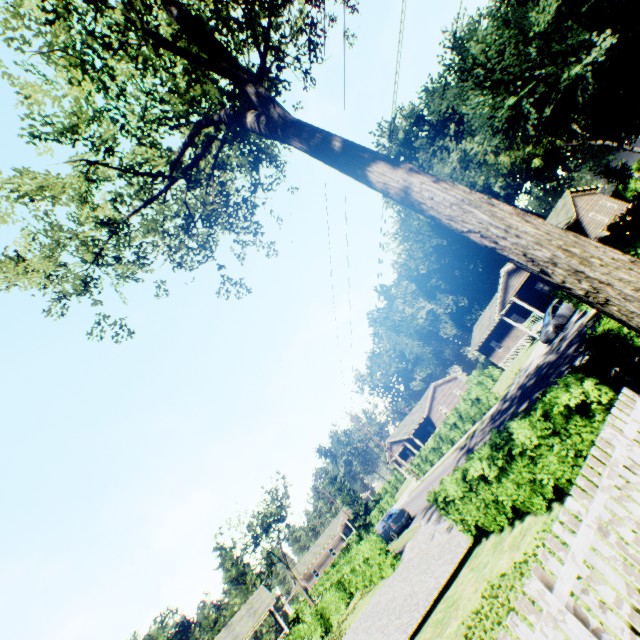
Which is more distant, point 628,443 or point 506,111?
point 506,111

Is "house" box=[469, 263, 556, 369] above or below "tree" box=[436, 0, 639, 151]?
below

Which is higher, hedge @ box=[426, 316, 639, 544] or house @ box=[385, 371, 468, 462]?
house @ box=[385, 371, 468, 462]

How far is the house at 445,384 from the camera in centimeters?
4925cm

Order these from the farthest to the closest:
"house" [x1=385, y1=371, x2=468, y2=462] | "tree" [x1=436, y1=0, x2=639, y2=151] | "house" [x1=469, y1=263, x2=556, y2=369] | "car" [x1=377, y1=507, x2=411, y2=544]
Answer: "house" [x1=385, y1=371, x2=468, y2=462] < "house" [x1=469, y1=263, x2=556, y2=369] < "car" [x1=377, y1=507, x2=411, y2=544] < "tree" [x1=436, y1=0, x2=639, y2=151]

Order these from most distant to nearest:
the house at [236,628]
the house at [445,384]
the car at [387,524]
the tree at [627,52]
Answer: the house at [445,384] < the house at [236,628] < the car at [387,524] < the tree at [627,52]

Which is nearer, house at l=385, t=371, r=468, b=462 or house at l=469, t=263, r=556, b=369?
house at l=469, t=263, r=556, b=369

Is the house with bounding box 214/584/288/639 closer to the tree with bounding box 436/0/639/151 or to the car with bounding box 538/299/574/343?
the tree with bounding box 436/0/639/151
